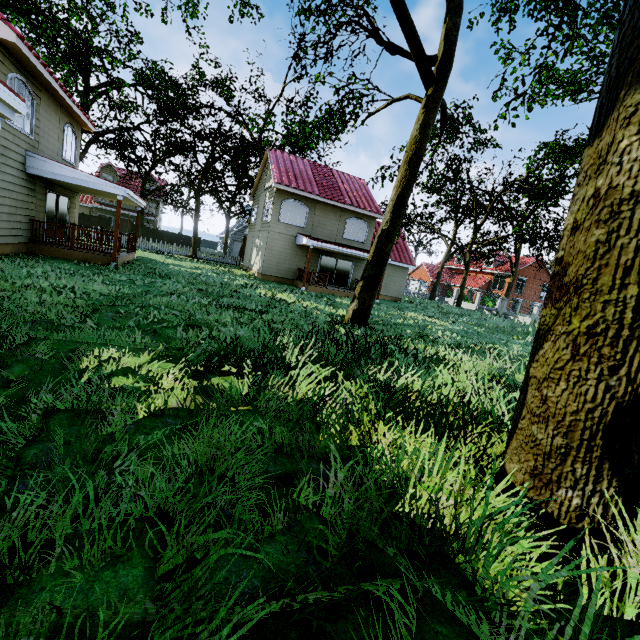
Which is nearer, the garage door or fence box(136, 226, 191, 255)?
fence box(136, 226, 191, 255)

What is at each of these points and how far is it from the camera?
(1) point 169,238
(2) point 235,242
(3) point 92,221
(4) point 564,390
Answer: (1) fence, 44.1m
(2) garage door, 47.5m
(3) fence, 40.4m
(4) tree, 2.5m

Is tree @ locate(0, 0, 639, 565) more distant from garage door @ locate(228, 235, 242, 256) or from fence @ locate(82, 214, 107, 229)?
garage door @ locate(228, 235, 242, 256)

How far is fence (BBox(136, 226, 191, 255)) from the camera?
Result: 29.41m

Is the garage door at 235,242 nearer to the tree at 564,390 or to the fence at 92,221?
the tree at 564,390

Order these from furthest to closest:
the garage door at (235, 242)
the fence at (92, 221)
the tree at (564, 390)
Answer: the garage door at (235, 242), the fence at (92, 221), the tree at (564, 390)
